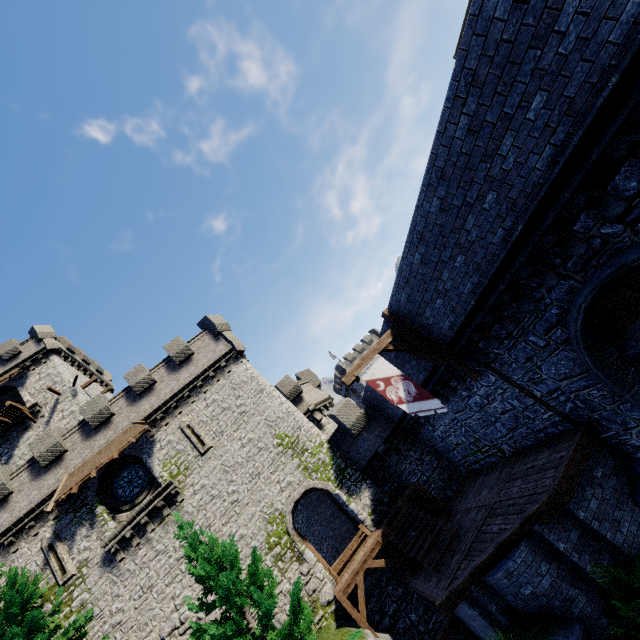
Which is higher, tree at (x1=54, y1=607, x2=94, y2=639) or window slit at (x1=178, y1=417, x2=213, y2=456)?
window slit at (x1=178, y1=417, x2=213, y2=456)

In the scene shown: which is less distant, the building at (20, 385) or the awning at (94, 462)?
the awning at (94, 462)

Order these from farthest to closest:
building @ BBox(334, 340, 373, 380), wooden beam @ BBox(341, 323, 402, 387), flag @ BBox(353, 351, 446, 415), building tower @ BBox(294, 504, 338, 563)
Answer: building @ BBox(334, 340, 373, 380)
building tower @ BBox(294, 504, 338, 563)
wooden beam @ BBox(341, 323, 402, 387)
flag @ BBox(353, 351, 446, 415)

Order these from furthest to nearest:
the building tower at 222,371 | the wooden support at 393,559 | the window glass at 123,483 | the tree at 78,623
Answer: the window glass at 123,483, the building tower at 222,371, the wooden support at 393,559, the tree at 78,623

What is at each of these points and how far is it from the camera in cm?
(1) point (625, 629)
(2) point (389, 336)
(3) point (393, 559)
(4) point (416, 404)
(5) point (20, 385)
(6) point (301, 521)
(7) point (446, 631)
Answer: (1) bush, 703
(2) wooden beam, 1179
(3) wooden support, 1430
(4) flag, 1009
(5) building, 2784
(6) building tower, 3269
(7) wooden support, 1298

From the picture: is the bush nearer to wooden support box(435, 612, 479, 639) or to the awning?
wooden support box(435, 612, 479, 639)

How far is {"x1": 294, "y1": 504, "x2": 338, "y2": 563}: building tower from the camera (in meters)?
31.16

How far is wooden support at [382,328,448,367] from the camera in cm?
1133
